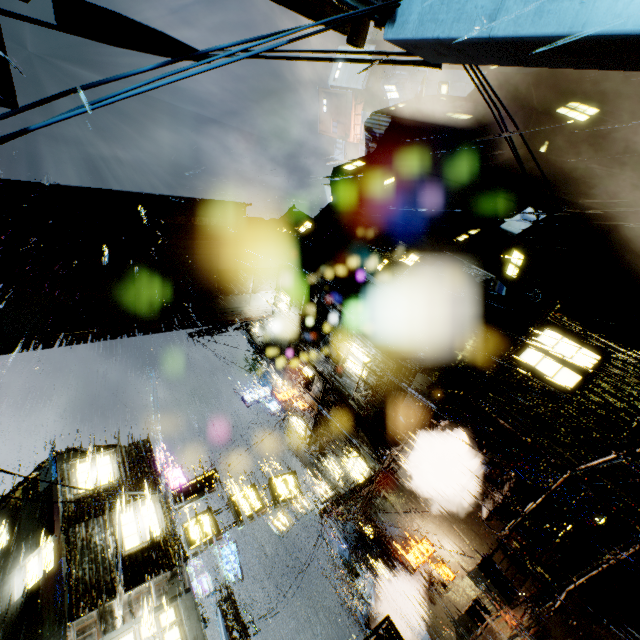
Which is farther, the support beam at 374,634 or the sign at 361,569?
the sign at 361,569

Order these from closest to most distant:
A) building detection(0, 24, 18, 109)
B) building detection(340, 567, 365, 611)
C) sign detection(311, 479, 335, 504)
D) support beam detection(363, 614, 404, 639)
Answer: support beam detection(363, 614, 404, 639)
sign detection(311, 479, 335, 504)
building detection(0, 24, 18, 109)
building detection(340, 567, 365, 611)

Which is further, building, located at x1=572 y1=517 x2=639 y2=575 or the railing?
building, located at x1=572 y1=517 x2=639 y2=575

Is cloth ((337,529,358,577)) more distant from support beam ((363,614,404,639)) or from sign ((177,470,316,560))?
support beam ((363,614,404,639))

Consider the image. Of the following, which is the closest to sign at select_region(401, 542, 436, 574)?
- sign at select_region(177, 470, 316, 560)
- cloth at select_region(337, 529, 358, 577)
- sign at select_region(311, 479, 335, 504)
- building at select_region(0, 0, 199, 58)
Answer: building at select_region(0, 0, 199, 58)

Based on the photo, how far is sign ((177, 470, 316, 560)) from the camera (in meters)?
13.37

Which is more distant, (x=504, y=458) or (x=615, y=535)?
(x=504, y=458)

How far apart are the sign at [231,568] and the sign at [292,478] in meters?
9.5 m
